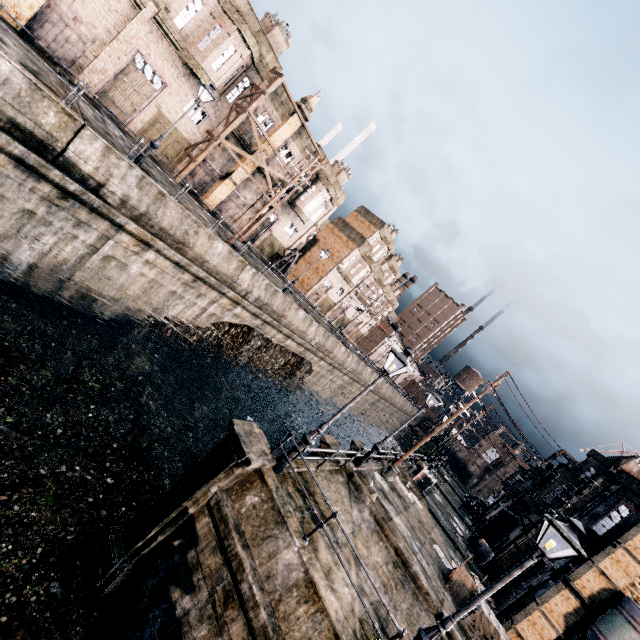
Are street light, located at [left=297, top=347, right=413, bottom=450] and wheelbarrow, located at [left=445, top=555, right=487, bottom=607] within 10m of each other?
no

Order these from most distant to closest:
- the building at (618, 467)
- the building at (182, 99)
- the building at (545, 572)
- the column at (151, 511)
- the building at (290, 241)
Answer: the building at (290, 241) < the building at (182, 99) < the building at (545, 572) < the building at (618, 467) < the column at (151, 511)

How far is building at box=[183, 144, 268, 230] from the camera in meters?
28.3 m

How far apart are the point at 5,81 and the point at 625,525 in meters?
33.5

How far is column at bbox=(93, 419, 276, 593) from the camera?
9.6 meters

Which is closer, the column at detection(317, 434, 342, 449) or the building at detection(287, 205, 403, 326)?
the column at detection(317, 434, 342, 449)

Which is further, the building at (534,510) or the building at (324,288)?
the building at (324,288)
